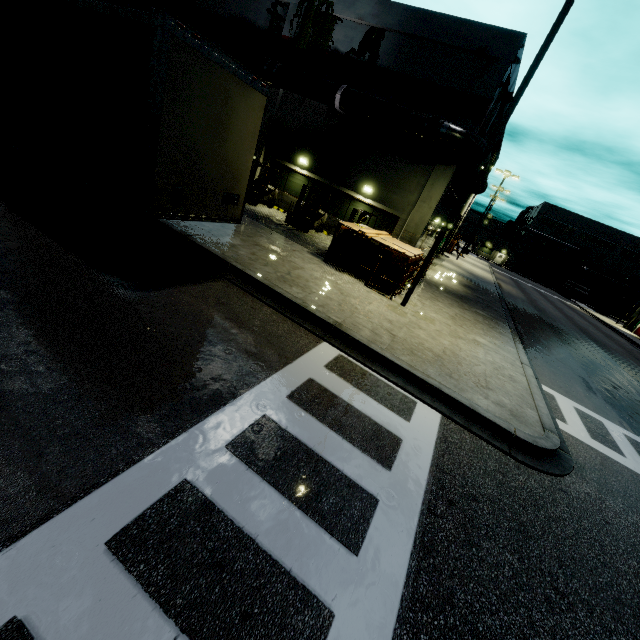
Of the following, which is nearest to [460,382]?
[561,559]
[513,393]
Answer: [513,393]

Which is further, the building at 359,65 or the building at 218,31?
the building at 218,31

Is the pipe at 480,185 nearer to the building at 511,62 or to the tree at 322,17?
the building at 511,62

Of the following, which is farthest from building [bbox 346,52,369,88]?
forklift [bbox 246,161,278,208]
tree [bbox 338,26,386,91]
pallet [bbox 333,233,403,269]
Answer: pallet [bbox 333,233,403,269]

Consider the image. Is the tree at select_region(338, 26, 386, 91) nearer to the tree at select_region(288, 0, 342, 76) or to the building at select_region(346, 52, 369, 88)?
the building at select_region(346, 52, 369, 88)

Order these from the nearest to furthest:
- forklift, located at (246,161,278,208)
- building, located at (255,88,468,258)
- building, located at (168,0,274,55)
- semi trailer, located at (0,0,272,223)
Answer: semi trailer, located at (0,0,272,223) < building, located at (255,88,468,258) < forklift, located at (246,161,278,208) < building, located at (168,0,274,55)

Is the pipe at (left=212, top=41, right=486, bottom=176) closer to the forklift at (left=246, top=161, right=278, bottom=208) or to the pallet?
the forklift at (left=246, top=161, right=278, bottom=208)

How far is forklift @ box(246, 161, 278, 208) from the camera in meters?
17.2
